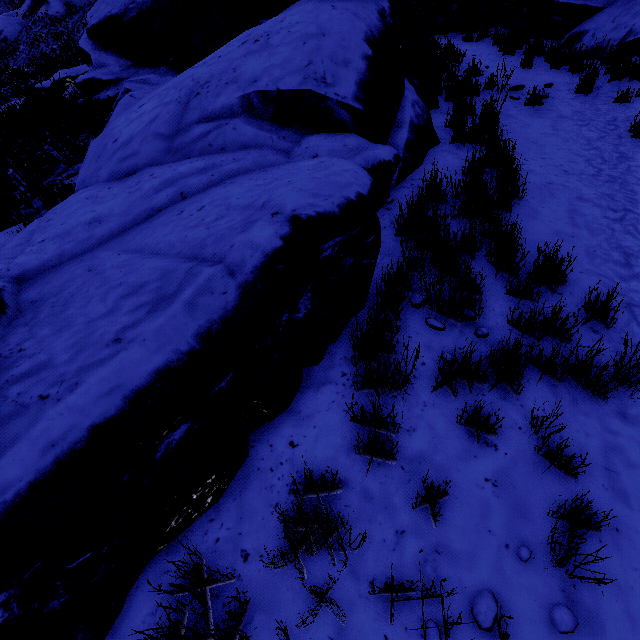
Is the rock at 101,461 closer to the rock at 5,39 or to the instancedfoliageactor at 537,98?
the instancedfoliageactor at 537,98

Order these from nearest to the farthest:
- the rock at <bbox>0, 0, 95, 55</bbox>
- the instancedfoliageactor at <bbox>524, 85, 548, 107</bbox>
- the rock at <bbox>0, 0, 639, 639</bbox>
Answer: the rock at <bbox>0, 0, 639, 639</bbox> < the instancedfoliageactor at <bbox>524, 85, 548, 107</bbox> < the rock at <bbox>0, 0, 95, 55</bbox>

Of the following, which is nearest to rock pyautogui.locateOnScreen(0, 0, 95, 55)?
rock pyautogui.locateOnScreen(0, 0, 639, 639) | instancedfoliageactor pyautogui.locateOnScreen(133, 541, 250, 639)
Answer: rock pyautogui.locateOnScreen(0, 0, 639, 639)

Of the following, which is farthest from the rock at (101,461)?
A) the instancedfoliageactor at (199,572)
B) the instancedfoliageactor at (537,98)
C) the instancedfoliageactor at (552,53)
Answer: the instancedfoliageactor at (552,53)

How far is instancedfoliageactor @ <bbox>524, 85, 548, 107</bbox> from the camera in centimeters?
614cm

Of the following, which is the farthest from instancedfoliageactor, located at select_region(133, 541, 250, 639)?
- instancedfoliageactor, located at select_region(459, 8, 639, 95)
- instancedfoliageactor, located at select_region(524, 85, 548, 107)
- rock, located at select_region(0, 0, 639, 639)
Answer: instancedfoliageactor, located at select_region(459, 8, 639, 95)

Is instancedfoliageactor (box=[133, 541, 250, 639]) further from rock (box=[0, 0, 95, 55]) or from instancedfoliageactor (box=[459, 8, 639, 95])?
rock (box=[0, 0, 95, 55])

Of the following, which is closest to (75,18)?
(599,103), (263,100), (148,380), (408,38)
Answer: (408,38)
